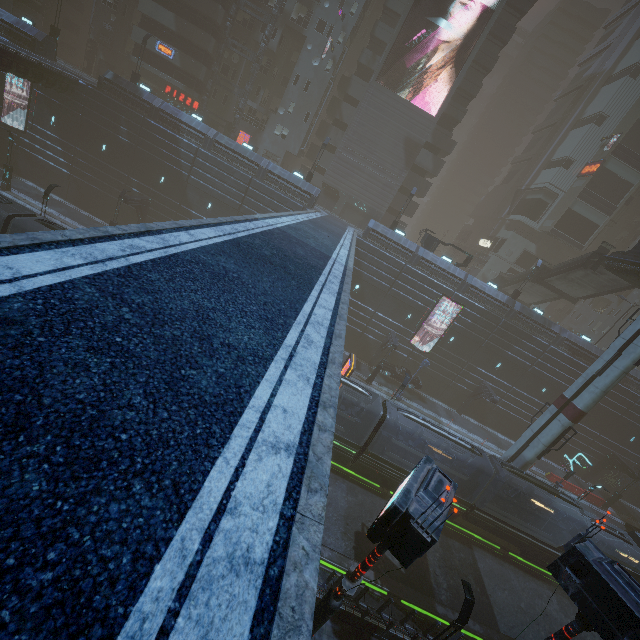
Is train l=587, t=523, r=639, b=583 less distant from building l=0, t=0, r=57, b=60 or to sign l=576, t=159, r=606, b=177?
building l=0, t=0, r=57, b=60

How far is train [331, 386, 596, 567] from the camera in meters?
20.5

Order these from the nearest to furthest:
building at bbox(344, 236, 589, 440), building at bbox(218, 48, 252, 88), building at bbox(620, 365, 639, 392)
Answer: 1. building at bbox(344, 236, 589, 440)
2. building at bbox(620, 365, 639, 392)
3. building at bbox(218, 48, 252, 88)

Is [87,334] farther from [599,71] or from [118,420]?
[599,71]

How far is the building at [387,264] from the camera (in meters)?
33.91

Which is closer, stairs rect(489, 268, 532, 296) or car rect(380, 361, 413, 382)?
car rect(380, 361, 413, 382)

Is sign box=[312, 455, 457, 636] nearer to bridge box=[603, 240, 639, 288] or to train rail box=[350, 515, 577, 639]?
train rail box=[350, 515, 577, 639]

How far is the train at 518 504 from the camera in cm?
Answer: 2048
